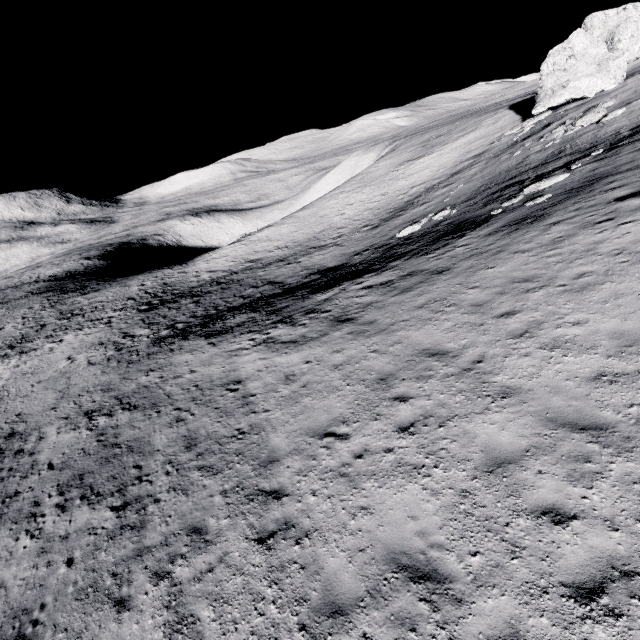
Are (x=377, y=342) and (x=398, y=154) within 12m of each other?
no

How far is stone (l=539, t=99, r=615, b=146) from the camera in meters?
23.0 m

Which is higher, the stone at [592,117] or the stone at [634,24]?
the stone at [634,24]

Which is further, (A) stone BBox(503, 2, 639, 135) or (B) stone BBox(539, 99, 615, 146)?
(A) stone BBox(503, 2, 639, 135)

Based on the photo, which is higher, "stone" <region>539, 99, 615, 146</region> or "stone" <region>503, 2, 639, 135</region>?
"stone" <region>503, 2, 639, 135</region>

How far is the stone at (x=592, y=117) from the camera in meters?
23.0
